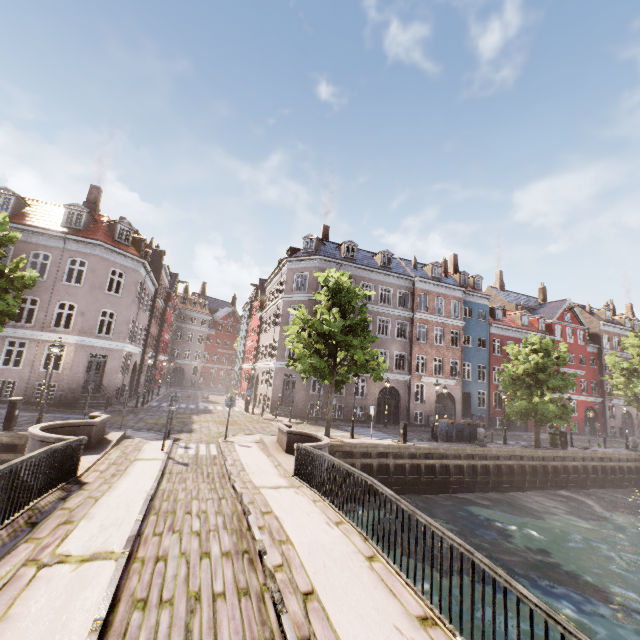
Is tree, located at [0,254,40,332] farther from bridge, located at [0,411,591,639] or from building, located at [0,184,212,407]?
building, located at [0,184,212,407]

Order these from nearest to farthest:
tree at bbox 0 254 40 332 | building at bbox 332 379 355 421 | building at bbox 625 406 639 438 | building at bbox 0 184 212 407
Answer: tree at bbox 0 254 40 332 < building at bbox 0 184 212 407 < building at bbox 332 379 355 421 < building at bbox 625 406 639 438

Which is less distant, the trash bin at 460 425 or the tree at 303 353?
the tree at 303 353

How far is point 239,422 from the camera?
21.5m

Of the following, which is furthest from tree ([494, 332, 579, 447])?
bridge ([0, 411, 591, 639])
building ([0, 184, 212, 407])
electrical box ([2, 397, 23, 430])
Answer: building ([0, 184, 212, 407])

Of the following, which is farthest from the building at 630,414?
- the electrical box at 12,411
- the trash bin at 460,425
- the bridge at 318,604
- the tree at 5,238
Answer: the bridge at 318,604

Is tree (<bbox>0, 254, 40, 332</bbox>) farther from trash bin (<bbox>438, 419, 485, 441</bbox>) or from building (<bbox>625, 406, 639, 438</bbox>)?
building (<bbox>625, 406, 639, 438</bbox>)
